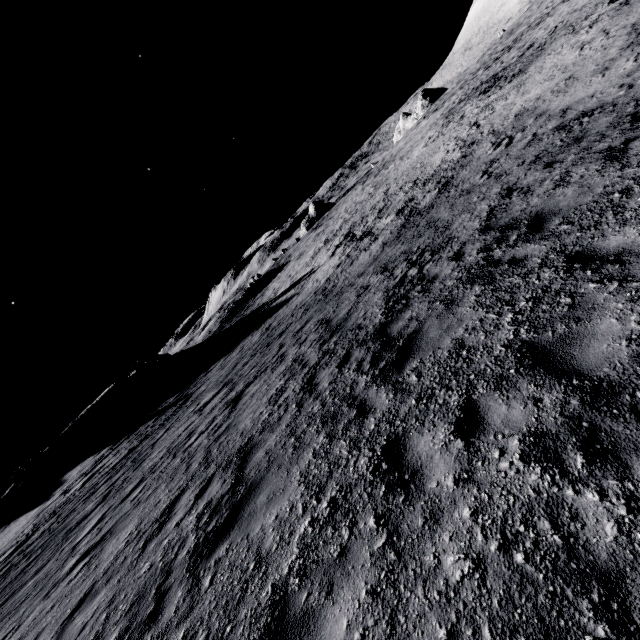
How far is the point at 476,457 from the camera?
3.3m
